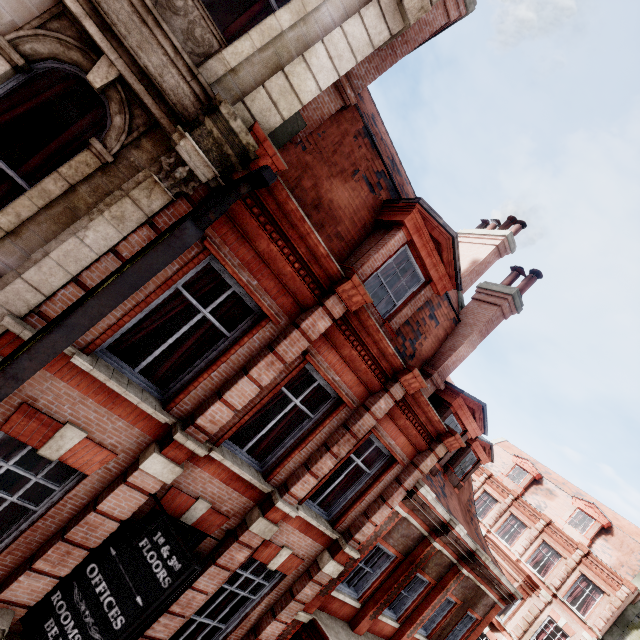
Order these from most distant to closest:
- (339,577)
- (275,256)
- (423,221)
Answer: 1. (339,577)
2. (423,221)
3. (275,256)

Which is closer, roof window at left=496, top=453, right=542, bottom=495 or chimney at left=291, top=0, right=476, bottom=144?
chimney at left=291, top=0, right=476, bottom=144

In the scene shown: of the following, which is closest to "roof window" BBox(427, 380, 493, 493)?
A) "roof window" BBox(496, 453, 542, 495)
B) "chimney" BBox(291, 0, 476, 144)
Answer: "chimney" BBox(291, 0, 476, 144)

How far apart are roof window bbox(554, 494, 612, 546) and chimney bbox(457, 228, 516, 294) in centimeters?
2430cm

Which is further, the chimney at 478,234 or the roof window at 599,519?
the roof window at 599,519

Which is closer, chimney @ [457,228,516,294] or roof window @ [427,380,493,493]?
roof window @ [427,380,493,493]

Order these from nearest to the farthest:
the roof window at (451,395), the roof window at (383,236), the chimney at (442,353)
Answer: the roof window at (383,236) < the chimney at (442,353) < the roof window at (451,395)

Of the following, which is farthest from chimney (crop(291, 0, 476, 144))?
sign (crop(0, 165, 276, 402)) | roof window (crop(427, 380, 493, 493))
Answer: roof window (crop(427, 380, 493, 493))
